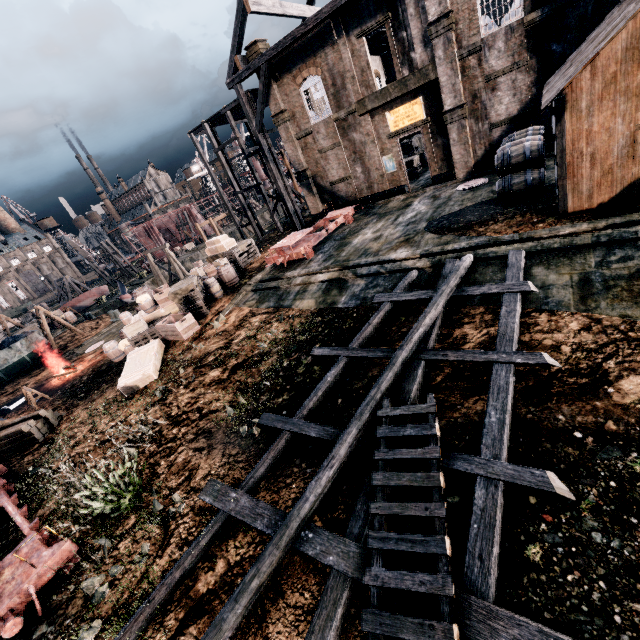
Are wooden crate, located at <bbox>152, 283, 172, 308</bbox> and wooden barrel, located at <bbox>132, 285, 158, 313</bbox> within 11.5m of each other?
yes

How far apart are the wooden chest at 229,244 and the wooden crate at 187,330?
7.9m

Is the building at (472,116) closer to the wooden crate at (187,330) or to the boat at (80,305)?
the wooden crate at (187,330)

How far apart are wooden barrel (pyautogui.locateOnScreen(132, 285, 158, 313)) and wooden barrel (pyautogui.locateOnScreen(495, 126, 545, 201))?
20.42m

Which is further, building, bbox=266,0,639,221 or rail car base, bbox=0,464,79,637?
building, bbox=266,0,639,221

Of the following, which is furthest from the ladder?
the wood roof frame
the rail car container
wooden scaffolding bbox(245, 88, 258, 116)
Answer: the rail car container

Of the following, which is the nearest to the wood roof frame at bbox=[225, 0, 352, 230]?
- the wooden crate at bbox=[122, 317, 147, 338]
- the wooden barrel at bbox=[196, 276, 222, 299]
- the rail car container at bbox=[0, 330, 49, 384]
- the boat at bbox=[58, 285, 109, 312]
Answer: the wooden barrel at bbox=[196, 276, 222, 299]

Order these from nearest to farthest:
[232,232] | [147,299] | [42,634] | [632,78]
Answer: [42,634] < [632,78] < [147,299] < [232,232]
